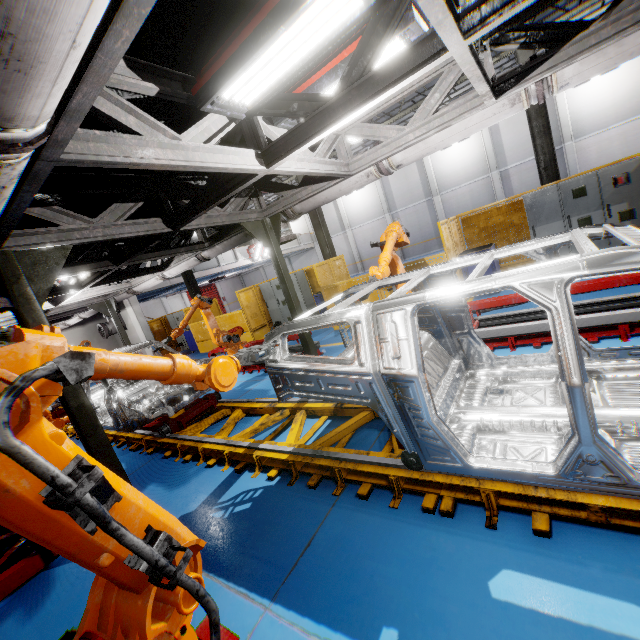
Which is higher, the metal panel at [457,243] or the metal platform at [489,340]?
the metal panel at [457,243]

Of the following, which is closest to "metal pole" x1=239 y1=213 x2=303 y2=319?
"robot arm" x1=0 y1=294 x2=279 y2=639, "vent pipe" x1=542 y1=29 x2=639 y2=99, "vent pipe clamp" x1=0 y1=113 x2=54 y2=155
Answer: "vent pipe" x1=542 y1=29 x2=639 y2=99

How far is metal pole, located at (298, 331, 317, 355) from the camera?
6.5m

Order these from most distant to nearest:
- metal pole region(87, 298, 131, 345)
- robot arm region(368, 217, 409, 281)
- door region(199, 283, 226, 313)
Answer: door region(199, 283, 226, 313) → metal pole region(87, 298, 131, 345) → robot arm region(368, 217, 409, 281)

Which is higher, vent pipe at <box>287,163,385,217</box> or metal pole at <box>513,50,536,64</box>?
metal pole at <box>513,50,536,64</box>

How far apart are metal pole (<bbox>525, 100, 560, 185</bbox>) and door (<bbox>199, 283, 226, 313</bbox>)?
30.7m

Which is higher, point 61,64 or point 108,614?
point 61,64

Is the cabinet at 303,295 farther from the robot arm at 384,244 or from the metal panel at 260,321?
the robot arm at 384,244
